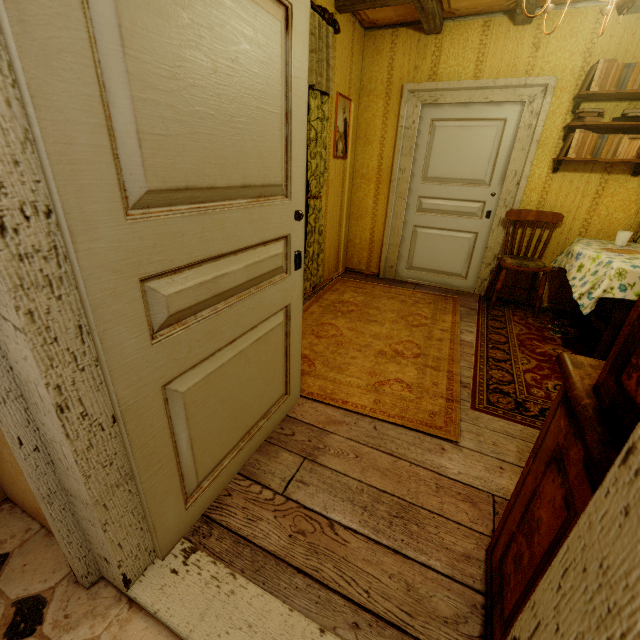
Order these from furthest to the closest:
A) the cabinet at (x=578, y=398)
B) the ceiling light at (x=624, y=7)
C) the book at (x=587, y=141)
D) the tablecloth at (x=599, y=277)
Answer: the book at (x=587, y=141)
the tablecloth at (x=599, y=277)
the ceiling light at (x=624, y=7)
the cabinet at (x=578, y=398)

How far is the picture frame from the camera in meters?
3.6 m

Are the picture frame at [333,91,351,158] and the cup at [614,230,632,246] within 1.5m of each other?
no

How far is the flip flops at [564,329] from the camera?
3.2m

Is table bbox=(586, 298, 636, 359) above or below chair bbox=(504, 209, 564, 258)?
below

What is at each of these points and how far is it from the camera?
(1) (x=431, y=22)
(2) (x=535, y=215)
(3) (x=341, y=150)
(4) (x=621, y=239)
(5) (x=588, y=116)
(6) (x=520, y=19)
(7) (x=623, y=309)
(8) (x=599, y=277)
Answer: (1) rafters, 3.2 meters
(2) chair, 3.6 meters
(3) picture frame, 3.9 meters
(4) cup, 3.1 meters
(5) book, 3.0 meters
(6) rafters, 3.1 meters
(7) table, 2.6 meters
(8) tablecloth, 2.5 meters

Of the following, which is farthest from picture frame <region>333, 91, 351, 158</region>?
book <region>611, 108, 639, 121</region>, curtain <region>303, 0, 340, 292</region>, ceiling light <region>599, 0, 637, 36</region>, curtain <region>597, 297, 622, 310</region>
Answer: curtain <region>597, 297, 622, 310</region>

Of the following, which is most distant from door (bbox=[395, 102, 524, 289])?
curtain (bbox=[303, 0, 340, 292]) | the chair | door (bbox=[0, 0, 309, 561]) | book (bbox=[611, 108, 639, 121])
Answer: door (bbox=[0, 0, 309, 561])
